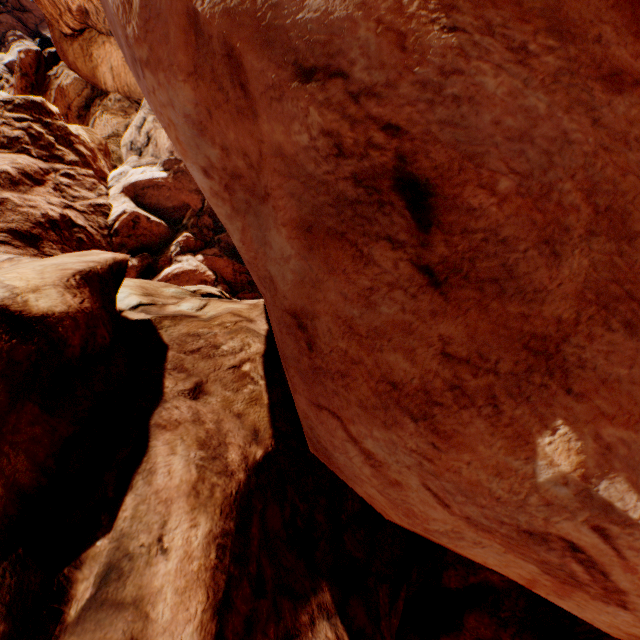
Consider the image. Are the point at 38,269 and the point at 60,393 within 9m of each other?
yes
